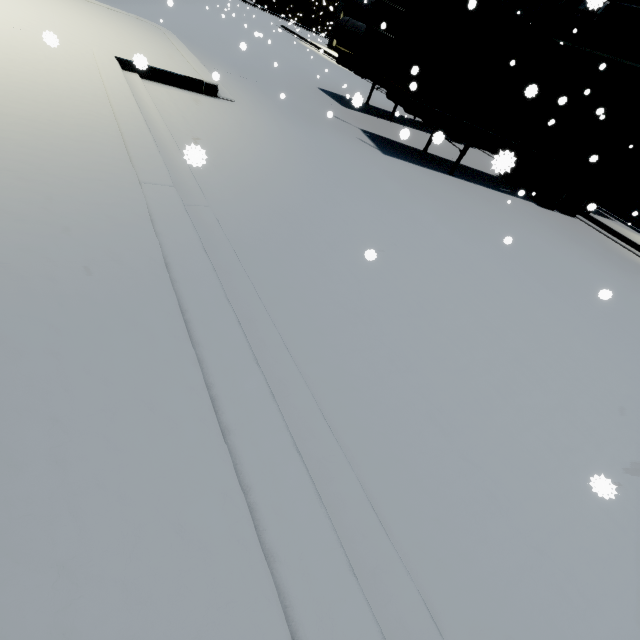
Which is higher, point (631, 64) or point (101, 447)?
point (631, 64)

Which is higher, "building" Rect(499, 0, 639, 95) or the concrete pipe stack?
"building" Rect(499, 0, 639, 95)

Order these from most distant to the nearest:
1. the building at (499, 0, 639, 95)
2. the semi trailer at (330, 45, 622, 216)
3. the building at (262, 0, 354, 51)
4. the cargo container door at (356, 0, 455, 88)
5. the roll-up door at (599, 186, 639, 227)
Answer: the building at (262, 0, 354, 51), the roll-up door at (599, 186, 639, 227), the building at (499, 0, 639, 95), the semi trailer at (330, 45, 622, 216), the cargo container door at (356, 0, 455, 88)

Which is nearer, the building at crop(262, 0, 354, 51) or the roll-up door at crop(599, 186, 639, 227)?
the roll-up door at crop(599, 186, 639, 227)

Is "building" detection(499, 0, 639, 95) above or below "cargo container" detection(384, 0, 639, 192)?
above

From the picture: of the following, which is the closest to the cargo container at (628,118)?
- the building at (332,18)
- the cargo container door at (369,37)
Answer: the cargo container door at (369,37)

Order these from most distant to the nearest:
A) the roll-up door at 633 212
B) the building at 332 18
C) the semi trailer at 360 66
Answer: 1. the building at 332 18
2. the roll-up door at 633 212
3. the semi trailer at 360 66

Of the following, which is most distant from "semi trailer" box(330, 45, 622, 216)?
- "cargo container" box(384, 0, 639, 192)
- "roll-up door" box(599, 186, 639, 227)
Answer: "roll-up door" box(599, 186, 639, 227)
